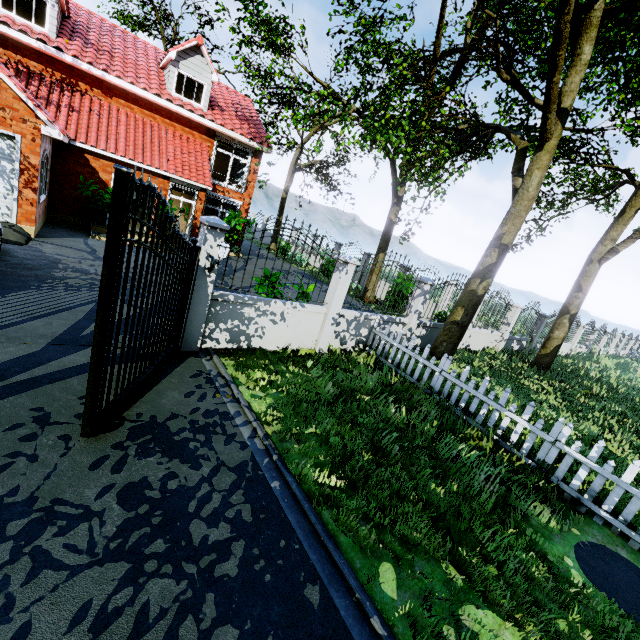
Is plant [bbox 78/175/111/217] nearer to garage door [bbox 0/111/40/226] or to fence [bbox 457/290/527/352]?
garage door [bbox 0/111/40/226]

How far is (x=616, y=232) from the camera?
10.7m

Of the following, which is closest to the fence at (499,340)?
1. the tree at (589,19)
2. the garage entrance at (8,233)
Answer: the tree at (589,19)

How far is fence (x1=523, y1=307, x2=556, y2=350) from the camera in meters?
15.5

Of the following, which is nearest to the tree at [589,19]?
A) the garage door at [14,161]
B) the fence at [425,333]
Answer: the fence at [425,333]

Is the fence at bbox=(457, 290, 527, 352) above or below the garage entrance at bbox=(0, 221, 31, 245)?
above

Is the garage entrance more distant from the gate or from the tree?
the tree

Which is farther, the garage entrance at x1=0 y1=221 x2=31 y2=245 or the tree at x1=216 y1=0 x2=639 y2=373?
the garage entrance at x1=0 y1=221 x2=31 y2=245
